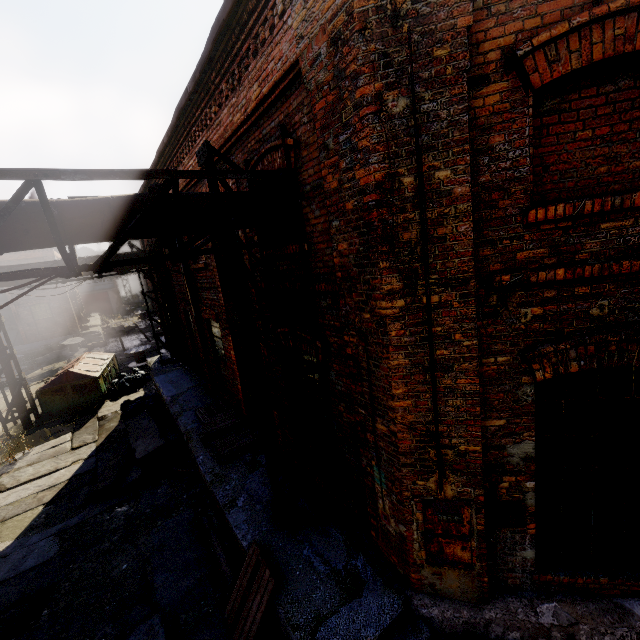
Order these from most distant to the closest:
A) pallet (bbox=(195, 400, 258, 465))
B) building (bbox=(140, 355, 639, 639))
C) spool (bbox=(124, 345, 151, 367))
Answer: spool (bbox=(124, 345, 151, 367)) < pallet (bbox=(195, 400, 258, 465)) < building (bbox=(140, 355, 639, 639))

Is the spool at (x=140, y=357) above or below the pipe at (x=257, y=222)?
below

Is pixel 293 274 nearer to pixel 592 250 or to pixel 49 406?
pixel 592 250

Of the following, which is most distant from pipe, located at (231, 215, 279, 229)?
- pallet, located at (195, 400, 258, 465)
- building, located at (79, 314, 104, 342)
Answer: building, located at (79, 314, 104, 342)

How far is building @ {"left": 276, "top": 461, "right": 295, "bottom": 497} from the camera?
6.2 meters

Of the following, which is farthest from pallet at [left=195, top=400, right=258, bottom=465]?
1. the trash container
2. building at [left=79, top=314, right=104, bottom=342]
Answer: building at [left=79, top=314, right=104, bottom=342]

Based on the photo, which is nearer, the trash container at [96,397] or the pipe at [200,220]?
the pipe at [200,220]

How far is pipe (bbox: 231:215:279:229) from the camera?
4.5 meters
